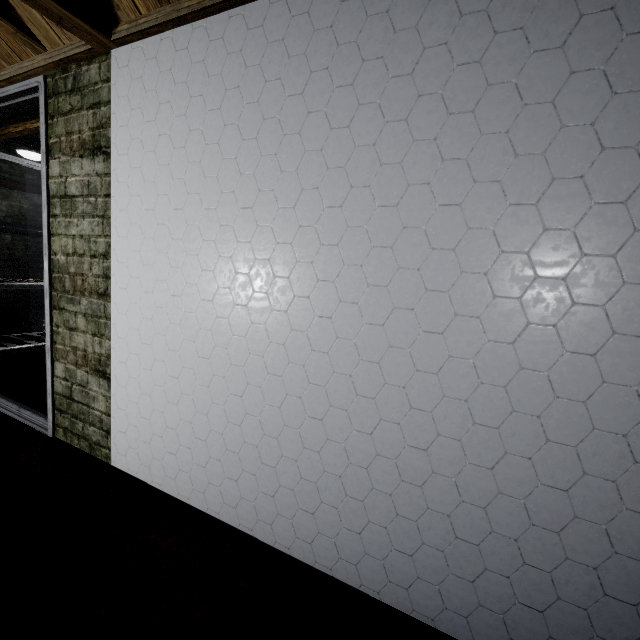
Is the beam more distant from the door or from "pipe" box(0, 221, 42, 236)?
"pipe" box(0, 221, 42, 236)

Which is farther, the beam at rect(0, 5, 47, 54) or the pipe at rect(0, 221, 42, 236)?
the pipe at rect(0, 221, 42, 236)

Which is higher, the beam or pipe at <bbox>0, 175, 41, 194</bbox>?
pipe at <bbox>0, 175, 41, 194</bbox>

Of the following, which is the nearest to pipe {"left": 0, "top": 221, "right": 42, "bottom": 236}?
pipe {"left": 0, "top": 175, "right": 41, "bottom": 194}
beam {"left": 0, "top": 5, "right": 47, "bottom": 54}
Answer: pipe {"left": 0, "top": 175, "right": 41, "bottom": 194}

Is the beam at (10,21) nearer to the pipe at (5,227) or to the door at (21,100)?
the door at (21,100)

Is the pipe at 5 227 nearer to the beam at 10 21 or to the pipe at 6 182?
the pipe at 6 182

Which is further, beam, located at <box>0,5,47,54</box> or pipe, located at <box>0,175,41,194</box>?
pipe, located at <box>0,175,41,194</box>

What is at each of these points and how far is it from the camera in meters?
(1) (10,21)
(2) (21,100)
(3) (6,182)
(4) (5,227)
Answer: (1) beam, 1.4
(2) door, 1.8
(3) pipe, 5.7
(4) pipe, 5.8
